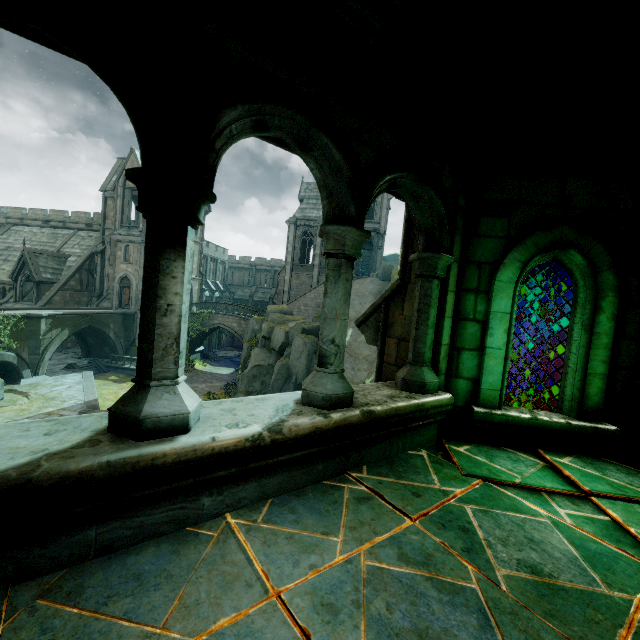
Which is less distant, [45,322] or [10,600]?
[10,600]

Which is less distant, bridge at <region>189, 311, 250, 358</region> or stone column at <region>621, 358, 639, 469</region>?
stone column at <region>621, 358, 639, 469</region>

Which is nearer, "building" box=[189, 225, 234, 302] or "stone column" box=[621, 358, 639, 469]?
"stone column" box=[621, 358, 639, 469]

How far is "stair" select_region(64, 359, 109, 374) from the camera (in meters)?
27.48

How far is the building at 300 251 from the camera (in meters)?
36.19

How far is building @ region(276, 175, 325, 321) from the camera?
36.2m

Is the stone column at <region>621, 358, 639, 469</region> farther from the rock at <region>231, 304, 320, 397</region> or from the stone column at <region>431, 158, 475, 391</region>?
the rock at <region>231, 304, 320, 397</region>

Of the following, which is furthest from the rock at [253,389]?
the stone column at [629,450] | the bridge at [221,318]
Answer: the stone column at [629,450]
